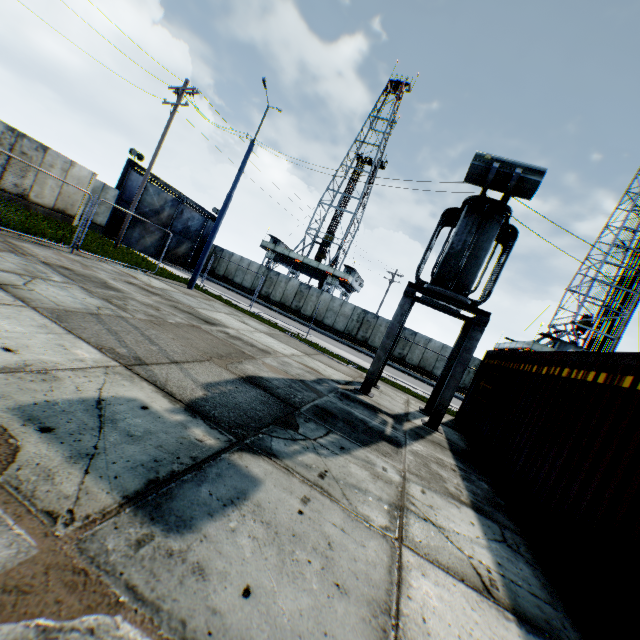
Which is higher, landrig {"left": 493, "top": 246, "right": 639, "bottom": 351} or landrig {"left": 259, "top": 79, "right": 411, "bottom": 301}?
landrig {"left": 493, "top": 246, "right": 639, "bottom": 351}

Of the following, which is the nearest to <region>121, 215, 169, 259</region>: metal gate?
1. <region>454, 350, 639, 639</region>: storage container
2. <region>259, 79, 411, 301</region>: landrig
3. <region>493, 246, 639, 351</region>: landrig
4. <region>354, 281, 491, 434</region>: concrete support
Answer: <region>259, 79, 411, 301</region>: landrig

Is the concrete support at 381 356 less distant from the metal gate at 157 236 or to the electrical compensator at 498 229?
the electrical compensator at 498 229

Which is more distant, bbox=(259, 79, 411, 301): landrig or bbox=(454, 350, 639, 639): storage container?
bbox=(259, 79, 411, 301): landrig

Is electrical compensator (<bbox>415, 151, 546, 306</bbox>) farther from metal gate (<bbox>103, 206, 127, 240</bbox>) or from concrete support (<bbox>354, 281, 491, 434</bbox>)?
metal gate (<bbox>103, 206, 127, 240</bbox>)

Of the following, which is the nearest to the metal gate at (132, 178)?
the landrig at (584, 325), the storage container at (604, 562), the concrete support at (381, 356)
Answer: the concrete support at (381, 356)

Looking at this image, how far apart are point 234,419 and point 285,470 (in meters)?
1.07

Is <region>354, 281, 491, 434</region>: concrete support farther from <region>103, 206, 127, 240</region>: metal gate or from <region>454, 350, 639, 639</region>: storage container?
<region>103, 206, 127, 240</region>: metal gate
